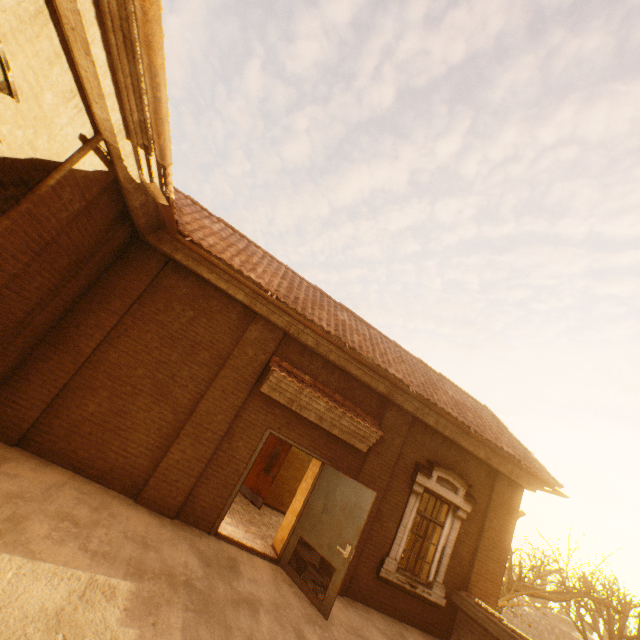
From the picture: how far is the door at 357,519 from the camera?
5.76m

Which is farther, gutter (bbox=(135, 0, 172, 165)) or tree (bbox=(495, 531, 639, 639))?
tree (bbox=(495, 531, 639, 639))

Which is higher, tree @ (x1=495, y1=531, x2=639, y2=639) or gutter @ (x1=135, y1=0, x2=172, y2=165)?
gutter @ (x1=135, y1=0, x2=172, y2=165)

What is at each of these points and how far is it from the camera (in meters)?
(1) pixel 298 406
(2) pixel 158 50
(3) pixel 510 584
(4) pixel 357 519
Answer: (1) awning, 7.10
(2) gutter, 2.79
(3) tree, 16.83
(4) door, 6.01

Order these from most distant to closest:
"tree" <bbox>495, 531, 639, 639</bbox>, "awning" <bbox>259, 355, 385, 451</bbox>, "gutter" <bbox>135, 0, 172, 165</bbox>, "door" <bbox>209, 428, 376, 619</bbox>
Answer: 1. "tree" <bbox>495, 531, 639, 639</bbox>
2. "awning" <bbox>259, 355, 385, 451</bbox>
3. "door" <bbox>209, 428, 376, 619</bbox>
4. "gutter" <bbox>135, 0, 172, 165</bbox>

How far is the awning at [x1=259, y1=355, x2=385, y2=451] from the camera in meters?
6.9

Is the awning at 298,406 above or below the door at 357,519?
above

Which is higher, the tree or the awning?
the awning
